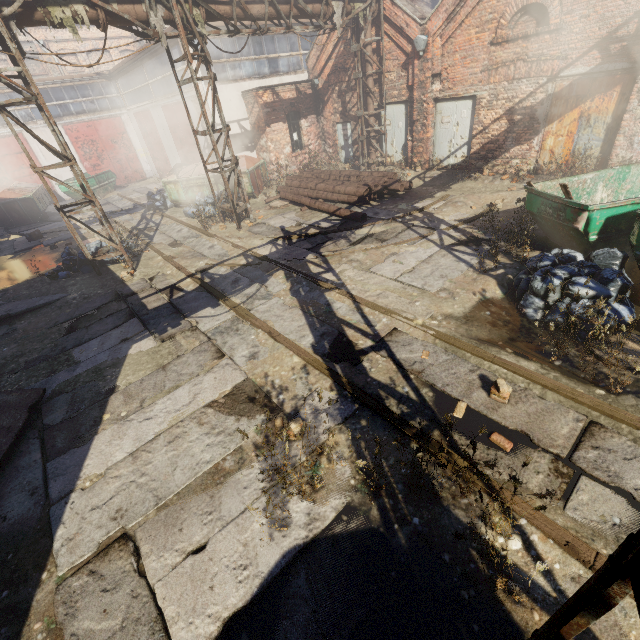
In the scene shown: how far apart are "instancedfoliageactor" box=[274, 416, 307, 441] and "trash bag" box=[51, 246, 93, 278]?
9.0m

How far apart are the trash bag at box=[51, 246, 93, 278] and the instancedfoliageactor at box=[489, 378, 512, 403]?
10.1 meters

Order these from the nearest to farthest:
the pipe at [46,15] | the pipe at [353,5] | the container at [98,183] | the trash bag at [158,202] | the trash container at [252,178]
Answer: the pipe at [46,15] < the pipe at [353,5] < the trash container at [252,178] < the trash bag at [158,202] < the container at [98,183]

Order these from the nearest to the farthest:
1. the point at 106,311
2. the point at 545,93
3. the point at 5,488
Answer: the point at 5,488
the point at 106,311
the point at 545,93

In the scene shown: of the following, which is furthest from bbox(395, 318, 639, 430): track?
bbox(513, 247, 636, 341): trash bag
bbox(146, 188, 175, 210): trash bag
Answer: bbox(513, 247, 636, 341): trash bag

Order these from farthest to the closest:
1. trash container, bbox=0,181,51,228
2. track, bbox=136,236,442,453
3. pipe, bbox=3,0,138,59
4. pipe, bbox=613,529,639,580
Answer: trash container, bbox=0,181,51,228
pipe, bbox=3,0,138,59
track, bbox=136,236,442,453
pipe, bbox=613,529,639,580

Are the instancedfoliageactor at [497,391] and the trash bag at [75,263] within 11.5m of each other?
yes

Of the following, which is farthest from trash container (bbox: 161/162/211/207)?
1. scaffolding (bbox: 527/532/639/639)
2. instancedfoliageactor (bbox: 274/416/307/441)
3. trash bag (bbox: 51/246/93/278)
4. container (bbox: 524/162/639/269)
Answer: scaffolding (bbox: 527/532/639/639)
